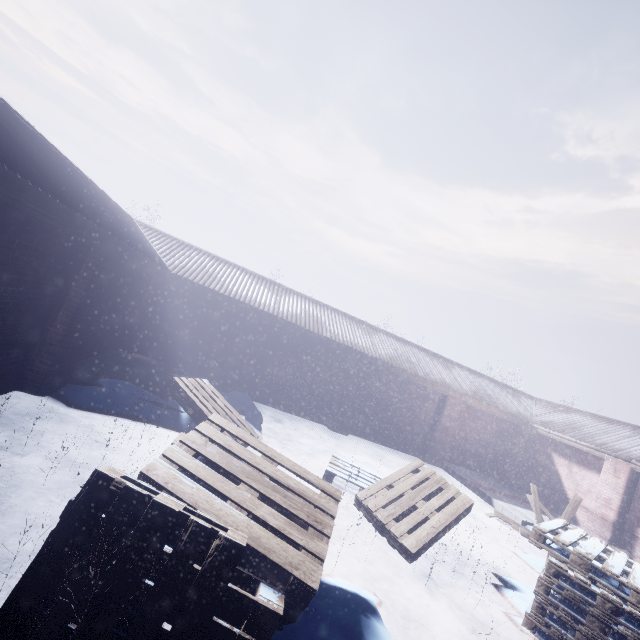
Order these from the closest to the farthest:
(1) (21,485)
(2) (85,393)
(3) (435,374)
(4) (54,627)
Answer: (4) (54,627) < (1) (21,485) < (2) (85,393) < (3) (435,374)
